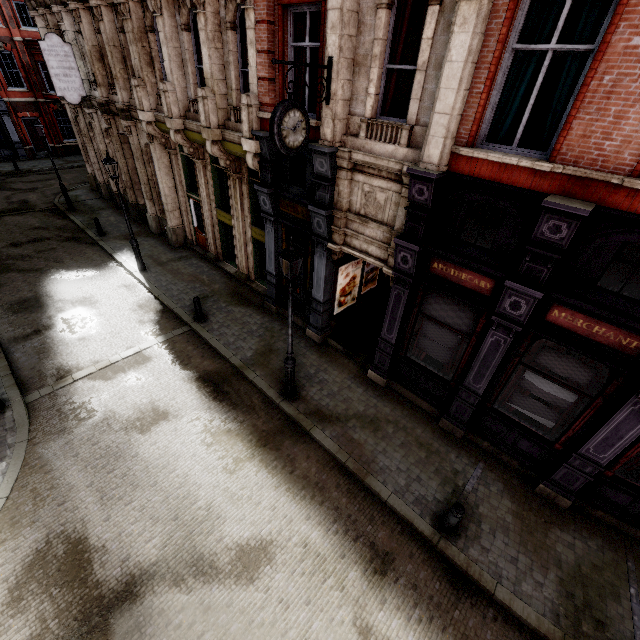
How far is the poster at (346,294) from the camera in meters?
10.8 m

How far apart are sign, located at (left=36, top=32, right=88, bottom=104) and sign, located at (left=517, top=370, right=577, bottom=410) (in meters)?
21.28

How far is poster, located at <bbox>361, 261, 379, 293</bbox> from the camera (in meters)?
11.87

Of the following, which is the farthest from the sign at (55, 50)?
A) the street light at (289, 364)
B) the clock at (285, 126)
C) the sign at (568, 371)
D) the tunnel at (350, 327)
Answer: the sign at (568, 371)

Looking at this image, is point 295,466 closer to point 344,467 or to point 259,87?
point 344,467

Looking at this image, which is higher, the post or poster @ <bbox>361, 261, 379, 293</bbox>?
poster @ <bbox>361, 261, 379, 293</bbox>

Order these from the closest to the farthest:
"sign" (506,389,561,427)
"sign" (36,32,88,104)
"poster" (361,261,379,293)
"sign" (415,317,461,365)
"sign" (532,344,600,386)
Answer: "sign" (532,344,600,386), "sign" (506,389,561,427), "sign" (415,317,461,365), "poster" (361,261,379,293), "sign" (36,32,88,104)

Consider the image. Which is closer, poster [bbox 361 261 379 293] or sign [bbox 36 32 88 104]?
poster [bbox 361 261 379 293]
